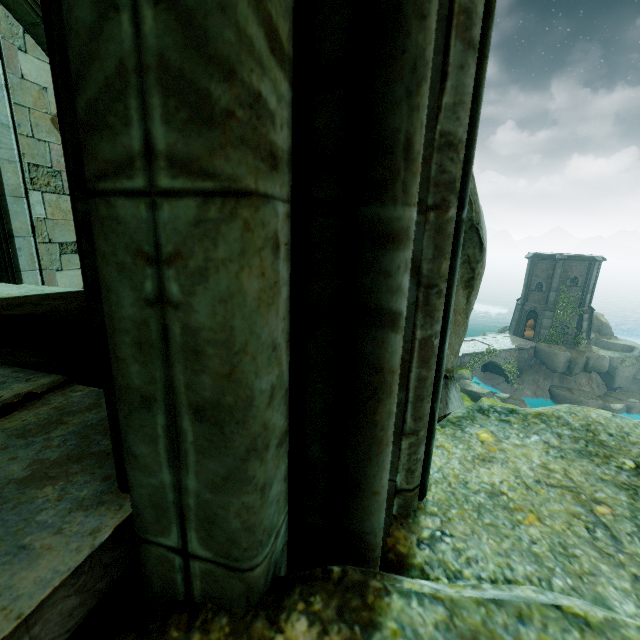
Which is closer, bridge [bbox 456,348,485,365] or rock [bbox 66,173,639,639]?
rock [bbox 66,173,639,639]

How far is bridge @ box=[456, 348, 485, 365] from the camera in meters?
31.7

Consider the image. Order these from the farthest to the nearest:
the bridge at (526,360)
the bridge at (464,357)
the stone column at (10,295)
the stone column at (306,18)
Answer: the bridge at (526,360)
the bridge at (464,357)
the stone column at (10,295)
the stone column at (306,18)

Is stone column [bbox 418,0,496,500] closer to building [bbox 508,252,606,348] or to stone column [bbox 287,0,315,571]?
stone column [bbox 287,0,315,571]

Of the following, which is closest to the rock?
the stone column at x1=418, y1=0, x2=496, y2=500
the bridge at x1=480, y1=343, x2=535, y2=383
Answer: the stone column at x1=418, y1=0, x2=496, y2=500

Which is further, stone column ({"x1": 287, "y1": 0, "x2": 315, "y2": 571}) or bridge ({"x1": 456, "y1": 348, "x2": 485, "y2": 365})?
bridge ({"x1": 456, "y1": 348, "x2": 485, "y2": 365})

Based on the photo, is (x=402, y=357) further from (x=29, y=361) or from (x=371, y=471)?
(x=29, y=361)

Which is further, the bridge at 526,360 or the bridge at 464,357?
→ the bridge at 526,360
